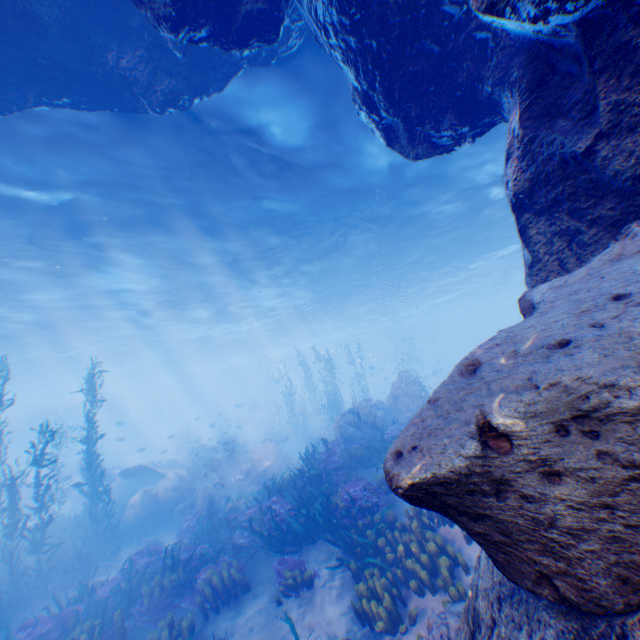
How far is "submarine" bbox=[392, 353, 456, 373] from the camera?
33.25m

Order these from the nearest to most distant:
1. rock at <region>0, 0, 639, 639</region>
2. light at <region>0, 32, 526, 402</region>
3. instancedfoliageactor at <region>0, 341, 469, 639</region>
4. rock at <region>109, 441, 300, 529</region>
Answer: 1. rock at <region>0, 0, 639, 639</region>
2. instancedfoliageactor at <region>0, 341, 469, 639</region>
3. light at <region>0, 32, 526, 402</region>
4. rock at <region>109, 441, 300, 529</region>

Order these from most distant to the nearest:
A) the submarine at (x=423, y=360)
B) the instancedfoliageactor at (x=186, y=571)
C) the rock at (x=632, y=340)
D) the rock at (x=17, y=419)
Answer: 1. the submarine at (x=423, y=360)
2. the rock at (x=17, y=419)
3. the instancedfoliageactor at (x=186, y=571)
4. the rock at (x=632, y=340)

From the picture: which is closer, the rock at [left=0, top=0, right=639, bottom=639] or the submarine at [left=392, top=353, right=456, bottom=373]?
the rock at [left=0, top=0, right=639, bottom=639]

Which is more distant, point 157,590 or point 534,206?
point 157,590

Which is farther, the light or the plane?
the plane

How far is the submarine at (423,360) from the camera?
33.2m

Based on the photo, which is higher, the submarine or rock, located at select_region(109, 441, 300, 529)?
the submarine
